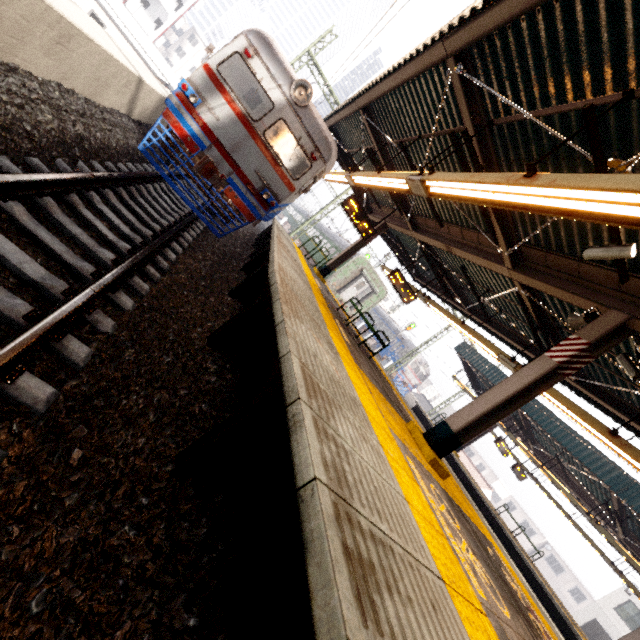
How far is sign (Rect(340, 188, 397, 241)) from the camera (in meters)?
10.61

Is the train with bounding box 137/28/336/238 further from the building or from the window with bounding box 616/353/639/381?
the building

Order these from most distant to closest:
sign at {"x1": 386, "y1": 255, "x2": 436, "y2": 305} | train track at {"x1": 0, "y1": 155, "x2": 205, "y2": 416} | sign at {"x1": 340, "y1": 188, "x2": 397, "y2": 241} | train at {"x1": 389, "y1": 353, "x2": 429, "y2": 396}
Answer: train at {"x1": 389, "y1": 353, "x2": 429, "y2": 396} → sign at {"x1": 386, "y1": 255, "x2": 436, "y2": 305} → sign at {"x1": 340, "y1": 188, "x2": 397, "y2": 241} → train track at {"x1": 0, "y1": 155, "x2": 205, "y2": 416}

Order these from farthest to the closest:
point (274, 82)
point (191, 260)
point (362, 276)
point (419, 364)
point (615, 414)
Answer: point (419, 364)
point (362, 276)
point (615, 414)
point (274, 82)
point (191, 260)

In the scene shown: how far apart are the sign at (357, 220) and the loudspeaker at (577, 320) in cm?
675

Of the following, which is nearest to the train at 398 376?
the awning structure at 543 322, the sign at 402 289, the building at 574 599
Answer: the awning structure at 543 322

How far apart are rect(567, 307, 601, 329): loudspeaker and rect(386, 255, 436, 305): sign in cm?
675

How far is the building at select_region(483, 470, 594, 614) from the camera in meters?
43.3
